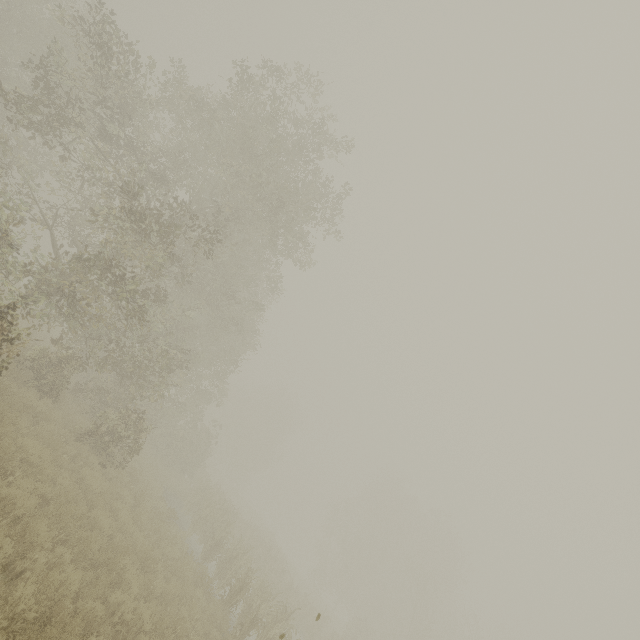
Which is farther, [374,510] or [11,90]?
[374,510]
